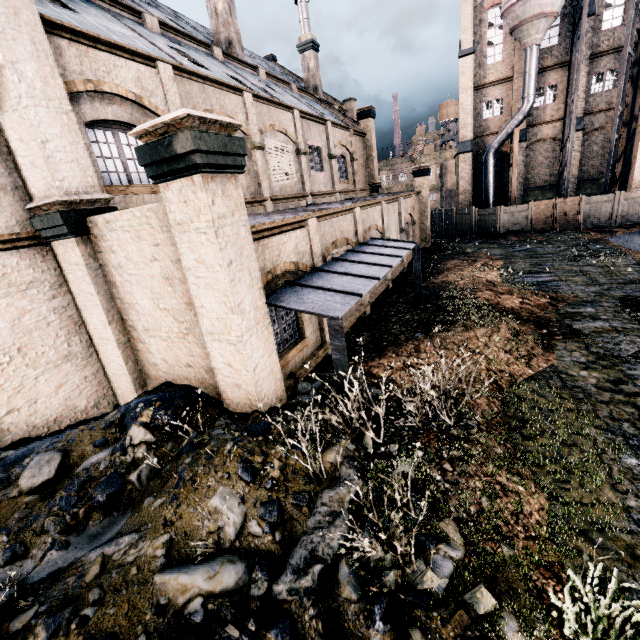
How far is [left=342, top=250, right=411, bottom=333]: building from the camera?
13.7m

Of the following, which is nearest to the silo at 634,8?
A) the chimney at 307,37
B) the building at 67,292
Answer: the building at 67,292

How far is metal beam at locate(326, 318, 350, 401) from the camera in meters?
7.0

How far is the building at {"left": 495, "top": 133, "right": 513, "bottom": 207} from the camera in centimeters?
3331cm

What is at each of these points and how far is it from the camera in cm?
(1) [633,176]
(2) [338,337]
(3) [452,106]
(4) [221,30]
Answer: (1) building, 2720
(2) metal beam, 710
(3) water tower, 4912
(4) chimney, 2012

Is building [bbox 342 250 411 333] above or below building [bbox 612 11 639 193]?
below

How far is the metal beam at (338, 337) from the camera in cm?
702

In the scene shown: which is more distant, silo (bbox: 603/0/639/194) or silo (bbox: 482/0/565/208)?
silo (bbox: 482/0/565/208)
